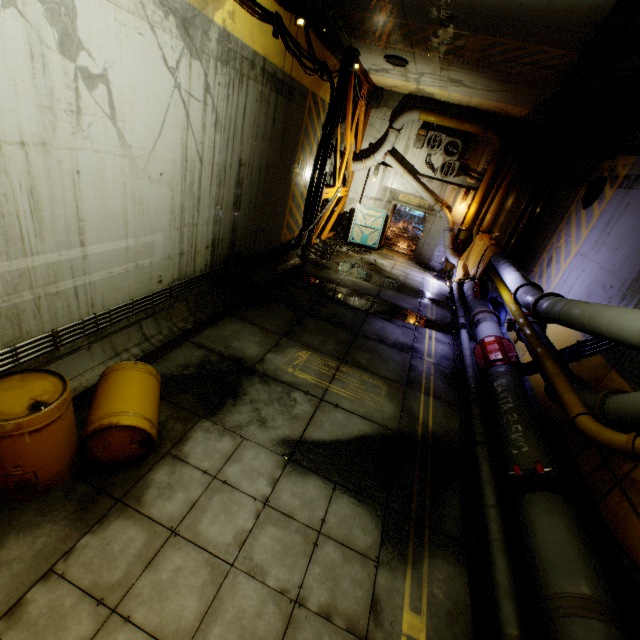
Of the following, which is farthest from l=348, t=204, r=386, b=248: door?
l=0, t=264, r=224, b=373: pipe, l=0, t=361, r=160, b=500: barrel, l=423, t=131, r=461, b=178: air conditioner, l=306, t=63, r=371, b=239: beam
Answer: l=0, t=361, r=160, b=500: barrel

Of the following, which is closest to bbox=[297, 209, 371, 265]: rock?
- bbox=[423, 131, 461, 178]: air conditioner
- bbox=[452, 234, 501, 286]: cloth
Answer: bbox=[423, 131, 461, 178]: air conditioner

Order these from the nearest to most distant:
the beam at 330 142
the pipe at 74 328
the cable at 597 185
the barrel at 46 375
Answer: the barrel at 46 375
the pipe at 74 328
the cable at 597 185
the beam at 330 142

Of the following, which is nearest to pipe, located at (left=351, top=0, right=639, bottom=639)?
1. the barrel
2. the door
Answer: the door

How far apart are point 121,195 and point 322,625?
5.9m

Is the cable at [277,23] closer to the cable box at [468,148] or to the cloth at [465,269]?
the cable box at [468,148]

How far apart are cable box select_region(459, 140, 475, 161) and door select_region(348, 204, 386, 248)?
4.0m

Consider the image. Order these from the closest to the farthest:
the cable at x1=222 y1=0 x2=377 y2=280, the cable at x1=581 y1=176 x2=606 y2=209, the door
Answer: the cable at x1=222 y1=0 x2=377 y2=280 < the cable at x1=581 y1=176 x2=606 y2=209 < the door
